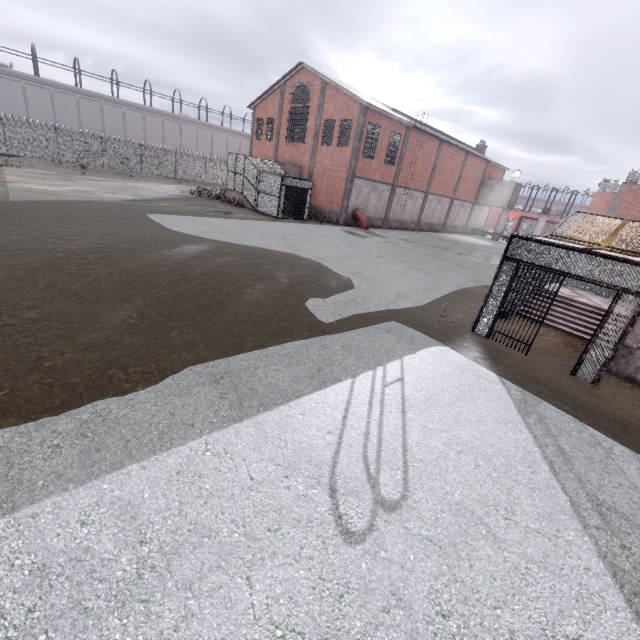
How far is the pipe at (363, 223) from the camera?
27.6m

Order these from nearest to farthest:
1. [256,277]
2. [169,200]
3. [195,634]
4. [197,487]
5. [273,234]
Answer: [195,634] → [197,487] → [256,277] → [273,234] → [169,200]

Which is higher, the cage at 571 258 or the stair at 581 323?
the cage at 571 258

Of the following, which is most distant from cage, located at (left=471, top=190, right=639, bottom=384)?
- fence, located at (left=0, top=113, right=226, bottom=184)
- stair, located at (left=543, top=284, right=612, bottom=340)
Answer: fence, located at (left=0, top=113, right=226, bottom=184)

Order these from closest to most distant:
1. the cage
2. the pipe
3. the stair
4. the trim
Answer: the cage, the trim, the stair, the pipe

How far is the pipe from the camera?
27.6 meters

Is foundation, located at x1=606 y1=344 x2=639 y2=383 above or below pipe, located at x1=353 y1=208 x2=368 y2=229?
below

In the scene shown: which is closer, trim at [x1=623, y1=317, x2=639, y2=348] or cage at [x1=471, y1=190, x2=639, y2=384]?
cage at [x1=471, y1=190, x2=639, y2=384]
